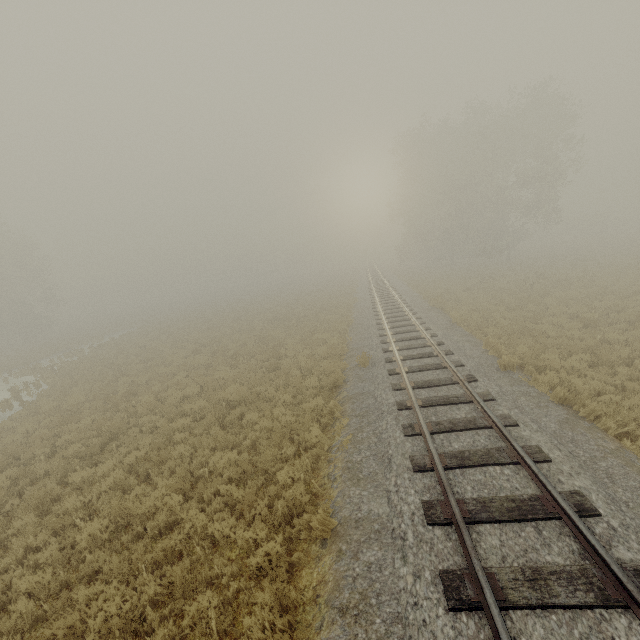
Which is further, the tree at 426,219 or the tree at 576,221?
the tree at 576,221

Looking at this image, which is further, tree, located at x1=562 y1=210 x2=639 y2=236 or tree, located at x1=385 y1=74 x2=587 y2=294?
tree, located at x1=562 y1=210 x2=639 y2=236

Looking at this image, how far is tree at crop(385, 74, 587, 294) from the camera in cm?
3055

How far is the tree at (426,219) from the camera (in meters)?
30.55

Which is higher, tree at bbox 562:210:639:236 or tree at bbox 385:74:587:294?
tree at bbox 385:74:587:294

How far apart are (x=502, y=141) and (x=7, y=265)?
59.83m
